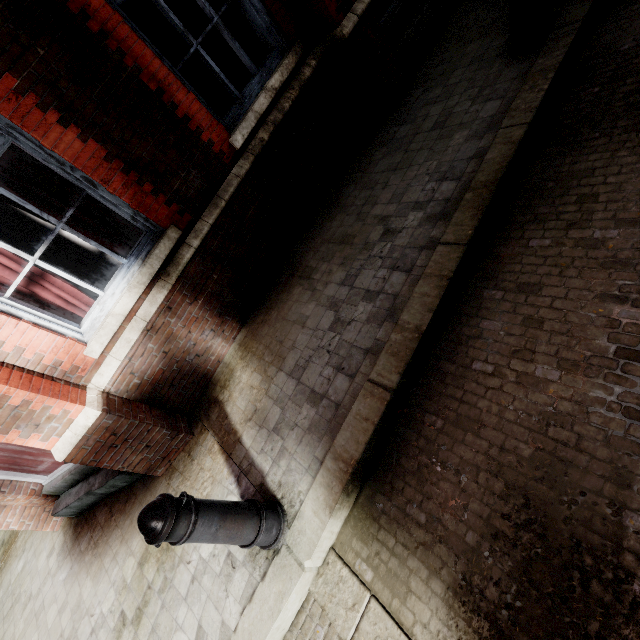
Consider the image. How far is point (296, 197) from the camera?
3.90m

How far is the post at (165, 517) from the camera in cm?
167

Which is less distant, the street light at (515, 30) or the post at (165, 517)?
the post at (165, 517)

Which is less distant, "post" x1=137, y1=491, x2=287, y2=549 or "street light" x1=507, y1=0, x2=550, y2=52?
"post" x1=137, y1=491, x2=287, y2=549

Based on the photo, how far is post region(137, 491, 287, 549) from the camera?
1.7m
